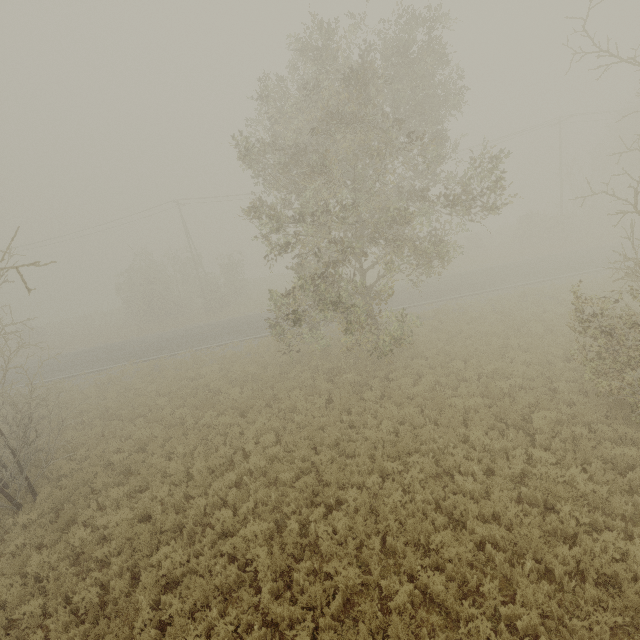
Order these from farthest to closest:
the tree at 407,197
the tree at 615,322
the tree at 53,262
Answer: the tree at 407,197 < the tree at 615,322 < the tree at 53,262

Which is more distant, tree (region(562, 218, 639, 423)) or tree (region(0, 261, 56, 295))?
tree (region(562, 218, 639, 423))

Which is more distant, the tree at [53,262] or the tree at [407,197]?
the tree at [407,197]

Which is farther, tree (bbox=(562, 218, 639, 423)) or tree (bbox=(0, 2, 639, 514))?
tree (bbox=(0, 2, 639, 514))

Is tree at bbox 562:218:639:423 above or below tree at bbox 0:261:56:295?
below

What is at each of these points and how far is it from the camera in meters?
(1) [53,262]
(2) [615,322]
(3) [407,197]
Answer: (1) tree, 5.0 m
(2) tree, 7.7 m
(3) tree, 13.2 m

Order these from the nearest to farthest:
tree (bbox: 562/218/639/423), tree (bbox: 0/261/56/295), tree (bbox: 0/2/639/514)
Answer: tree (bbox: 0/261/56/295) → tree (bbox: 562/218/639/423) → tree (bbox: 0/2/639/514)
